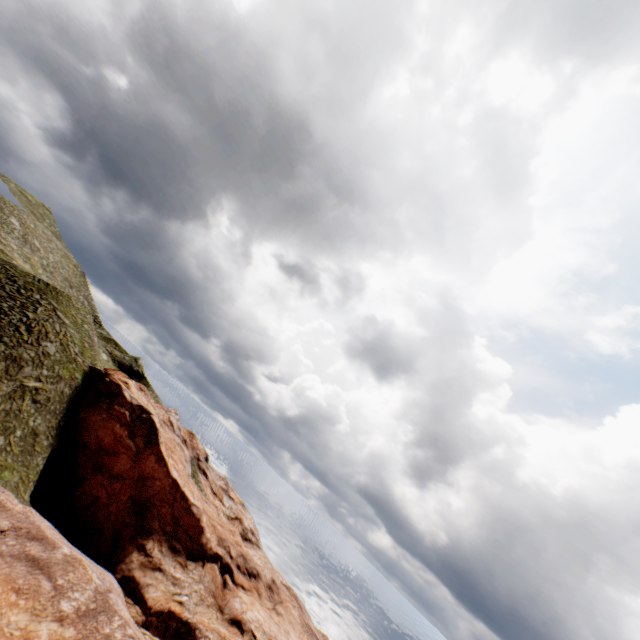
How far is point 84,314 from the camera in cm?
4131
